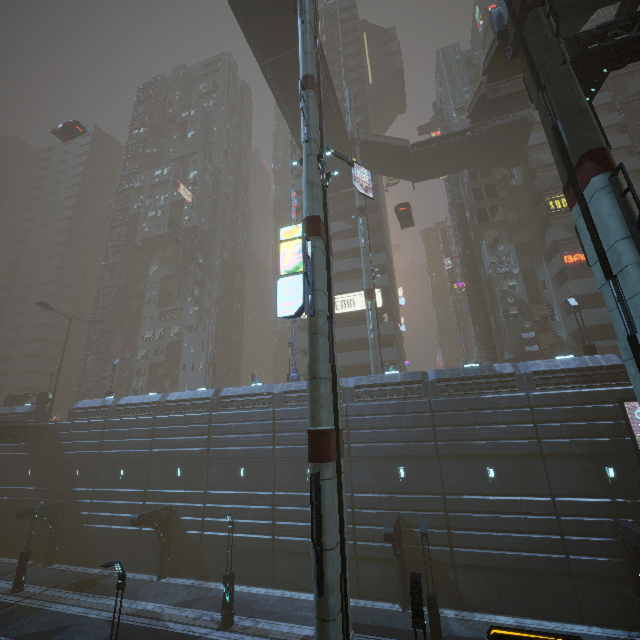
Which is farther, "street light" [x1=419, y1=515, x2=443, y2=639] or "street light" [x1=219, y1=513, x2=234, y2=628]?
"street light" [x1=219, y1=513, x2=234, y2=628]

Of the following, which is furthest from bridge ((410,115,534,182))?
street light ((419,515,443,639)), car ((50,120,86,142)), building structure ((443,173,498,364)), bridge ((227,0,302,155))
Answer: street light ((419,515,443,639))

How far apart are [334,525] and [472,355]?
46.5 meters

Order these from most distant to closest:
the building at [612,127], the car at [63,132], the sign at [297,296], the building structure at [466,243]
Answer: the car at [63,132] < the building structure at [466,243] < the building at [612,127] < the sign at [297,296]

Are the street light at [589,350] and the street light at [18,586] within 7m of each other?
no

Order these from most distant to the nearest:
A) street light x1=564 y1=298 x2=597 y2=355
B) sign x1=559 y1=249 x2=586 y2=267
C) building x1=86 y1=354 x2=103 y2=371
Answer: building x1=86 y1=354 x2=103 y2=371
sign x1=559 y1=249 x2=586 y2=267
street light x1=564 y1=298 x2=597 y2=355

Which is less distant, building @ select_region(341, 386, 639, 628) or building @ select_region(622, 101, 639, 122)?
building @ select_region(341, 386, 639, 628)

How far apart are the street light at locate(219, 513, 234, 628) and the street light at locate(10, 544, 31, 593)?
16.7 meters
